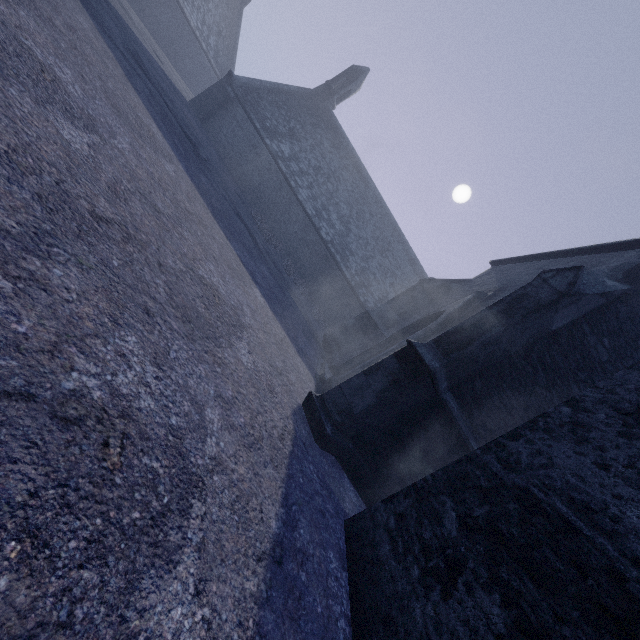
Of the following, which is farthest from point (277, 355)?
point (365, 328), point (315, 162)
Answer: point (315, 162)
